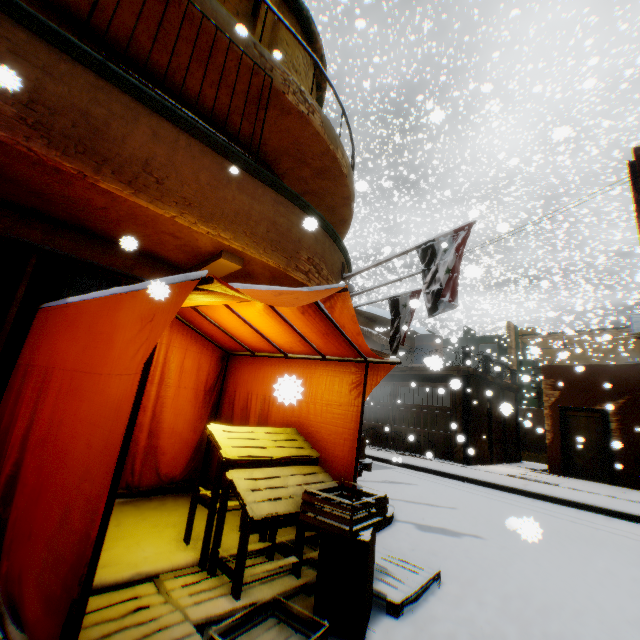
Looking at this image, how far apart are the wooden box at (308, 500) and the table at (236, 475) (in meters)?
0.07

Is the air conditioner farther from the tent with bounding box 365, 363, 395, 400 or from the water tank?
the tent with bounding box 365, 363, 395, 400

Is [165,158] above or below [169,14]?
below

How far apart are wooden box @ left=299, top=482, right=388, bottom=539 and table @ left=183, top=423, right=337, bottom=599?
0.1 meters

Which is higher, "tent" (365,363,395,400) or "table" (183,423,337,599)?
"tent" (365,363,395,400)

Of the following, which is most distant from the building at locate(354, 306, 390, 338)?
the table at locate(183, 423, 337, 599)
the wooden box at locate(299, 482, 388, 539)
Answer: the wooden box at locate(299, 482, 388, 539)

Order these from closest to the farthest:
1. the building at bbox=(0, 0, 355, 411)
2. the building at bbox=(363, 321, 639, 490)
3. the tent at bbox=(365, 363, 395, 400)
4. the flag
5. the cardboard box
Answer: the cardboard box, the building at bbox=(0, 0, 355, 411), the tent at bbox=(365, 363, 395, 400), the flag, the building at bbox=(363, 321, 639, 490)

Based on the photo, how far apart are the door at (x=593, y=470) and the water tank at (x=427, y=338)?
1.68m
